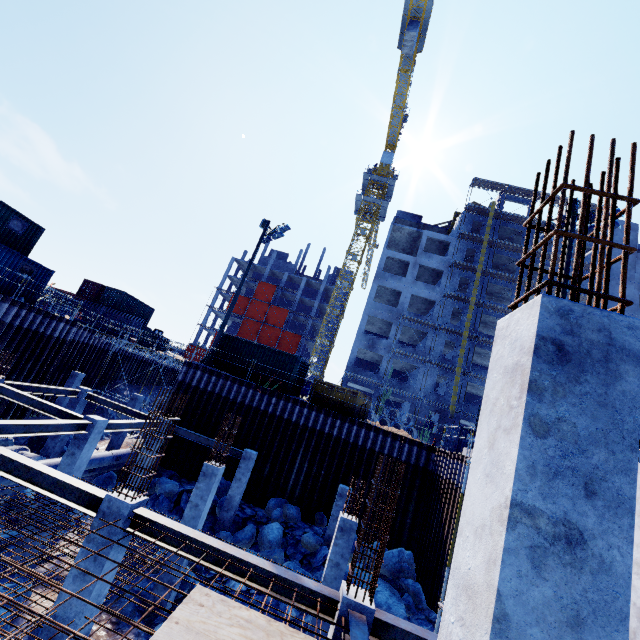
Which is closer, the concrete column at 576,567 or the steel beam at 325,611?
the concrete column at 576,567

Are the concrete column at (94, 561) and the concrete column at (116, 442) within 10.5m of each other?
no

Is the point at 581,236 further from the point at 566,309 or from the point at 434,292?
the point at 434,292

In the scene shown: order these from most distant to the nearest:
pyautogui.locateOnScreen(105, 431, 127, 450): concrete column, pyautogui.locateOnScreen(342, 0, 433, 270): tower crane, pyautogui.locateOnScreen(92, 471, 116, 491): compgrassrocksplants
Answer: pyautogui.locateOnScreen(342, 0, 433, 270): tower crane < pyautogui.locateOnScreen(105, 431, 127, 450): concrete column < pyautogui.locateOnScreen(92, 471, 116, 491): compgrassrocksplants

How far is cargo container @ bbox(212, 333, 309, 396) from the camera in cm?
2053

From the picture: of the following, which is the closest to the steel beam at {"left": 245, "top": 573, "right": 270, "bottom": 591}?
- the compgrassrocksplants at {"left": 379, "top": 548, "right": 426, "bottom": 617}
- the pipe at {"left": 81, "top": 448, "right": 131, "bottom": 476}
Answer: the pipe at {"left": 81, "top": 448, "right": 131, "bottom": 476}

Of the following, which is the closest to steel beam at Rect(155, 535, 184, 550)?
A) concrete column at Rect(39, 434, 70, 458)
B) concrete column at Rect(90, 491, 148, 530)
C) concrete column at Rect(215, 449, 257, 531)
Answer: concrete column at Rect(90, 491, 148, 530)

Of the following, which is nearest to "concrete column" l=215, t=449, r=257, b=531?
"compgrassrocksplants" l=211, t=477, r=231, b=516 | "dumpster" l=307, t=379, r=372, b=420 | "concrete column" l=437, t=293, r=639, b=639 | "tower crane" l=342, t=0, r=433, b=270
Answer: "compgrassrocksplants" l=211, t=477, r=231, b=516
